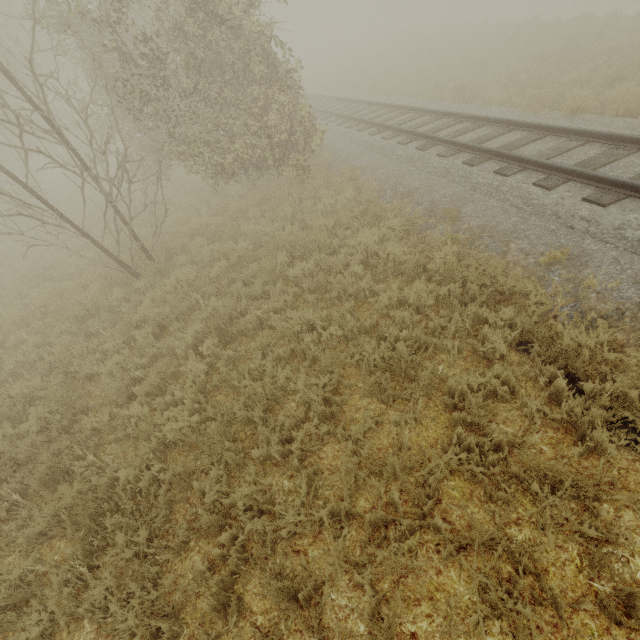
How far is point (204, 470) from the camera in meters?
4.3
